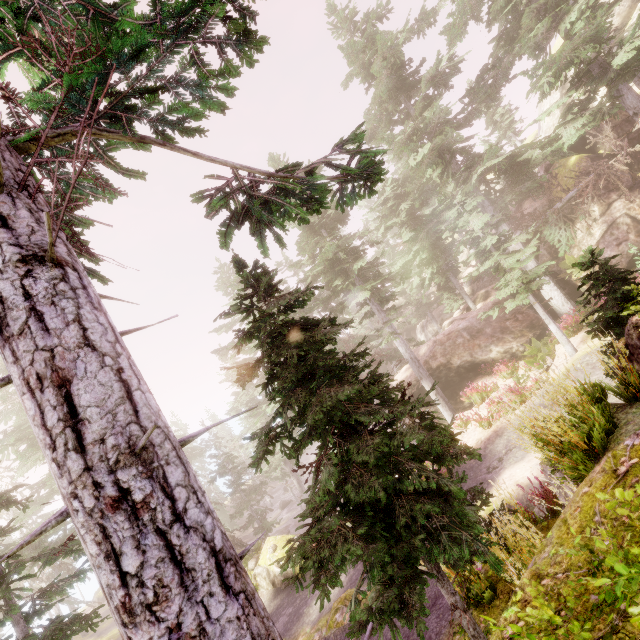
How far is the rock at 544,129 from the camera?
37.0m

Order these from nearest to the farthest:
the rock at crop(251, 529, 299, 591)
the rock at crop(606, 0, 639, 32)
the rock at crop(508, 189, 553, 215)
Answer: the rock at crop(251, 529, 299, 591)
the rock at crop(508, 189, 553, 215)
the rock at crop(606, 0, 639, 32)

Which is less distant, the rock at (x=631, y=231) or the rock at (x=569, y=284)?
the rock at (x=631, y=231)

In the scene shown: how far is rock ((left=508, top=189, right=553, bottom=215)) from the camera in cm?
2216

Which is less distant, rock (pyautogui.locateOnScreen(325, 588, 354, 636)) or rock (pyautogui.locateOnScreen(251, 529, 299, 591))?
rock (pyautogui.locateOnScreen(325, 588, 354, 636))

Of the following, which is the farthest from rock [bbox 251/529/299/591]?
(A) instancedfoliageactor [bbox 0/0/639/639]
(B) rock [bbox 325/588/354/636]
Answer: (B) rock [bbox 325/588/354/636]

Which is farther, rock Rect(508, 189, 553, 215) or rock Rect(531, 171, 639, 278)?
rock Rect(508, 189, 553, 215)

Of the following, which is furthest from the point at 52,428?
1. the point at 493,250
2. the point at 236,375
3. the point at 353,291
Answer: the point at 493,250
